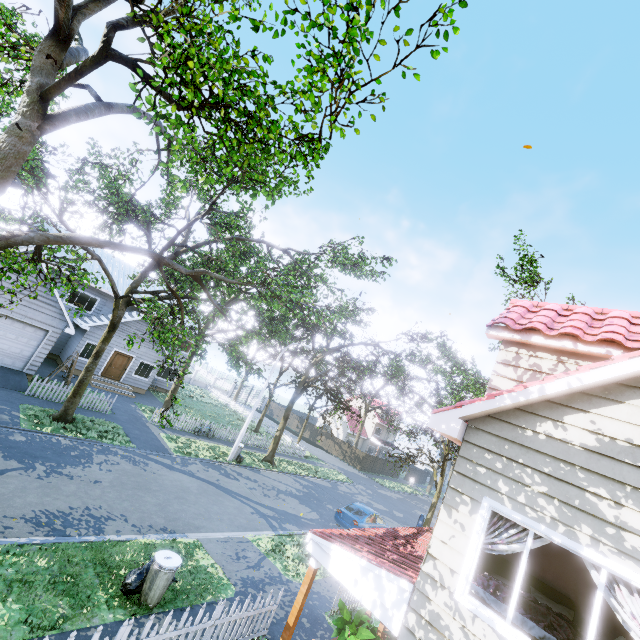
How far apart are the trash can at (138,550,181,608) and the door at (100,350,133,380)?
20.34m

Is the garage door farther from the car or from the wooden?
the wooden

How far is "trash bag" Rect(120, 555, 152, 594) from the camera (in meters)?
7.40

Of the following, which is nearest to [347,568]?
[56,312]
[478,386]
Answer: [478,386]

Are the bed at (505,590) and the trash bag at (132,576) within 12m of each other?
yes

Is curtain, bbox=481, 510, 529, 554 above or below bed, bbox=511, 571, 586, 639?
above

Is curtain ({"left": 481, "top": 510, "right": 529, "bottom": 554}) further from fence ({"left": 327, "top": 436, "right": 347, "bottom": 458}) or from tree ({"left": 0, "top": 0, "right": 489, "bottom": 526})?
tree ({"left": 0, "top": 0, "right": 489, "bottom": 526})

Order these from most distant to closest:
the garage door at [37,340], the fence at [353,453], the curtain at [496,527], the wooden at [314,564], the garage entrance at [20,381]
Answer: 1. the fence at [353,453]
2. the garage door at [37,340]
3. the garage entrance at [20,381]
4. the wooden at [314,564]
5. the curtain at [496,527]
